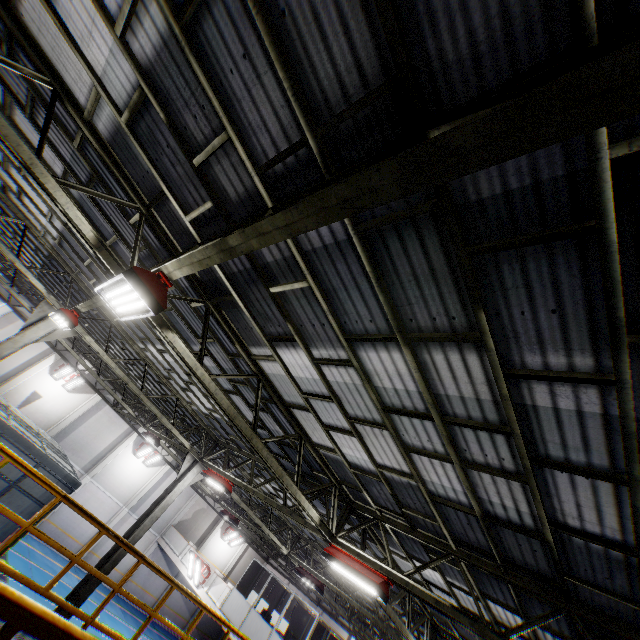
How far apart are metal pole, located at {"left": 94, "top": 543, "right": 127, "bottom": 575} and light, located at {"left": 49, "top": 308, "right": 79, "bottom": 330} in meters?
6.6

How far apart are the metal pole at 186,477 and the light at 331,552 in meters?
7.4

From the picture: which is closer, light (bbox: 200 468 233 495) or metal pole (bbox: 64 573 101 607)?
metal pole (bbox: 64 573 101 607)

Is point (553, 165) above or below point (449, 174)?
above

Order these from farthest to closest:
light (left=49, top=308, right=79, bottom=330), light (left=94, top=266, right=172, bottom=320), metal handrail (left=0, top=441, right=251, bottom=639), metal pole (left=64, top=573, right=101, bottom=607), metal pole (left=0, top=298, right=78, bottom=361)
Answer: metal pole (left=64, top=573, right=101, bottom=607) < metal pole (left=0, top=298, right=78, bottom=361) < light (left=49, top=308, right=79, bottom=330) < light (left=94, top=266, right=172, bottom=320) < metal handrail (left=0, top=441, right=251, bottom=639)

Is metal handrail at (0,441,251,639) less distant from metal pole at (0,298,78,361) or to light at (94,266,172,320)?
light at (94,266,172,320)

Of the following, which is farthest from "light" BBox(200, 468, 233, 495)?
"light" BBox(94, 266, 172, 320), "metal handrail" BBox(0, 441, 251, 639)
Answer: "light" BBox(94, 266, 172, 320)

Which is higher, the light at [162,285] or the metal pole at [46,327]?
the light at [162,285]
